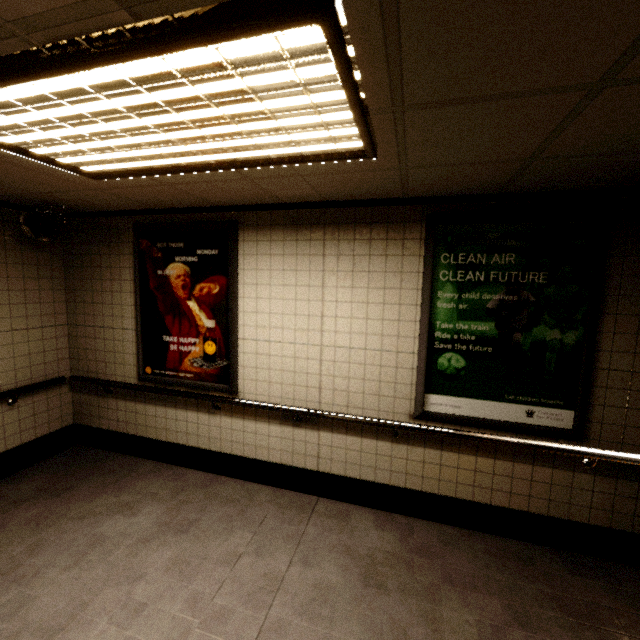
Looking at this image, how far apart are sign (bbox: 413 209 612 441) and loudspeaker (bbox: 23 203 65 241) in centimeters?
361cm

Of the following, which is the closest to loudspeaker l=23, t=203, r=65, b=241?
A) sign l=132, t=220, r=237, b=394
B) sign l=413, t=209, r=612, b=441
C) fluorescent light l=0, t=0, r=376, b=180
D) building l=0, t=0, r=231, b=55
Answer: building l=0, t=0, r=231, b=55

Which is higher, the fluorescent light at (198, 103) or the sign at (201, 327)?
the fluorescent light at (198, 103)

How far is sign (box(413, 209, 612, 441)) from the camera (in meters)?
2.45

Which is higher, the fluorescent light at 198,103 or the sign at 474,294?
the fluorescent light at 198,103

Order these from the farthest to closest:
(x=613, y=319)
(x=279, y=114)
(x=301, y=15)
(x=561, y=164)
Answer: (x=613, y=319) → (x=561, y=164) → (x=279, y=114) → (x=301, y=15)

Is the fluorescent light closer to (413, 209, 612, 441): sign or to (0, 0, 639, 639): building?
(0, 0, 639, 639): building

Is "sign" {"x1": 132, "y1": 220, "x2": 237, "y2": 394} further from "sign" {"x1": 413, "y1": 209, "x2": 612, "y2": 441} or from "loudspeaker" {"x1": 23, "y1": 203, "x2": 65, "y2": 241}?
"sign" {"x1": 413, "y1": 209, "x2": 612, "y2": 441}
